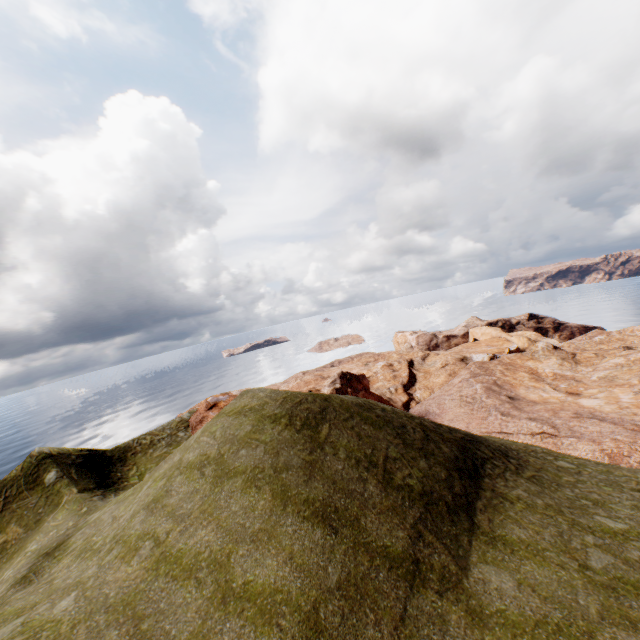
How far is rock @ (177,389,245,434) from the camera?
33.42m

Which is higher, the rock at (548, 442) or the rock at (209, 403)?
the rock at (209, 403)

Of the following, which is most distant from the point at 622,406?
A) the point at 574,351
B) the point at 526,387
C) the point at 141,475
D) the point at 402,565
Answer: the point at 141,475

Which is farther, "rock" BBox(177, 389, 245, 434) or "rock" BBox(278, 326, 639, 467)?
"rock" BBox(177, 389, 245, 434)

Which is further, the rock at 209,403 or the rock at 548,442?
the rock at 209,403

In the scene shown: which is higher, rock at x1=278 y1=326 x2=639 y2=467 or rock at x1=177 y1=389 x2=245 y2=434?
rock at x1=177 y1=389 x2=245 y2=434
